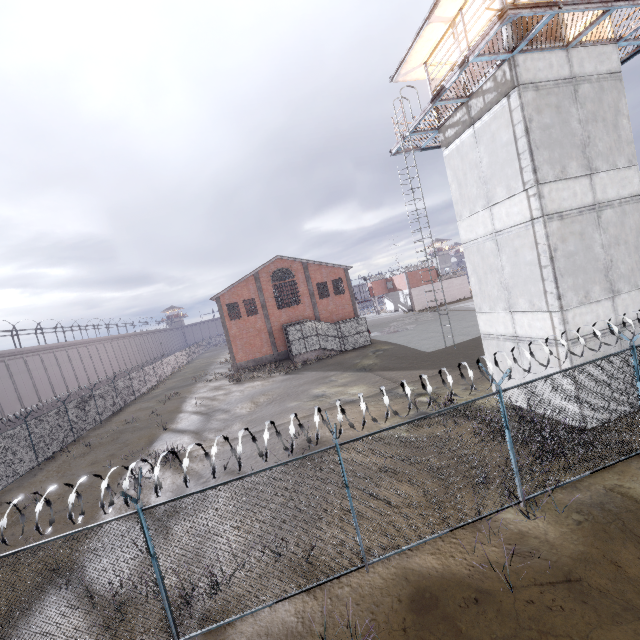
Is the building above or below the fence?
above

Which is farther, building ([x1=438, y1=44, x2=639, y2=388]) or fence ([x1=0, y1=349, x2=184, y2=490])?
fence ([x1=0, y1=349, x2=184, y2=490])

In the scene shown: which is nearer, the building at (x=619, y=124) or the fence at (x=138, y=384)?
the building at (x=619, y=124)

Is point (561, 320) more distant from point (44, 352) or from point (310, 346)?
point (44, 352)

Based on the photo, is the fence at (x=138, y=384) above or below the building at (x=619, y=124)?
below
